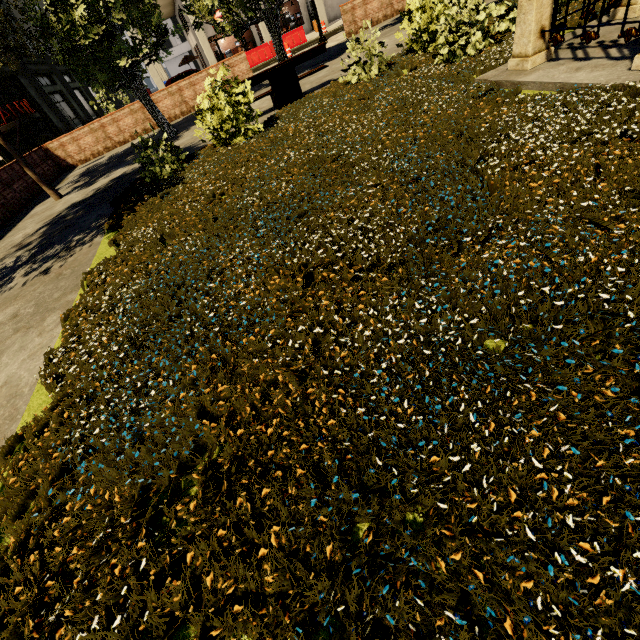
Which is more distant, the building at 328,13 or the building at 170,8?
the building at 328,13

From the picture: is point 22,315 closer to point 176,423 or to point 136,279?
point 136,279

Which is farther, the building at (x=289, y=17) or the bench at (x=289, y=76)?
the building at (x=289, y=17)

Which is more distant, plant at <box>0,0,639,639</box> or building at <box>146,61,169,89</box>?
building at <box>146,61,169,89</box>

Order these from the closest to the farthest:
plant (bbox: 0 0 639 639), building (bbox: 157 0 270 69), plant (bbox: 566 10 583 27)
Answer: plant (bbox: 0 0 639 639)
plant (bbox: 566 10 583 27)
building (bbox: 157 0 270 69)

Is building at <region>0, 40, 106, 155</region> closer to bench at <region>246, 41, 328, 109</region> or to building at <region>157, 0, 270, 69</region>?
building at <region>157, 0, 270, 69</region>

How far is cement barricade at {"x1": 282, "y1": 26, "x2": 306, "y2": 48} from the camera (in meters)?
23.16

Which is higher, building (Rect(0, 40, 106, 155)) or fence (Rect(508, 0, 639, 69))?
building (Rect(0, 40, 106, 155))
